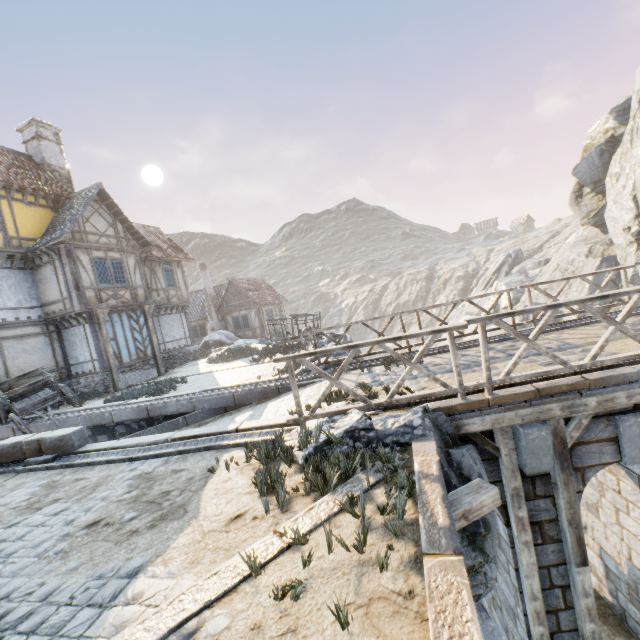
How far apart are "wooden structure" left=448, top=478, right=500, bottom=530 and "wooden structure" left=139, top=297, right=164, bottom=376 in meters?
16.6

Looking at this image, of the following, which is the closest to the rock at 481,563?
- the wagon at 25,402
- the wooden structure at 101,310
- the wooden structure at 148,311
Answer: the wooden structure at 148,311

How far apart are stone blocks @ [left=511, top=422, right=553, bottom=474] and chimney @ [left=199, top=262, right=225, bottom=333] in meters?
28.1

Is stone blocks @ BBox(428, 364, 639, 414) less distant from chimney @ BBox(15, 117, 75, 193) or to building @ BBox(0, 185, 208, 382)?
building @ BBox(0, 185, 208, 382)

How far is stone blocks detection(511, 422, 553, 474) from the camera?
4.7m

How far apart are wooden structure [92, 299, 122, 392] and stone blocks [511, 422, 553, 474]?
15.4m

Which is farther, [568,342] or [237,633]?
[568,342]

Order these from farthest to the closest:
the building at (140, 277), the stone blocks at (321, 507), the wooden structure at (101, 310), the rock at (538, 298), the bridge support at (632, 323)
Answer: the rock at (538, 298), the wooden structure at (101, 310), the building at (140, 277), the bridge support at (632, 323), the stone blocks at (321, 507)
